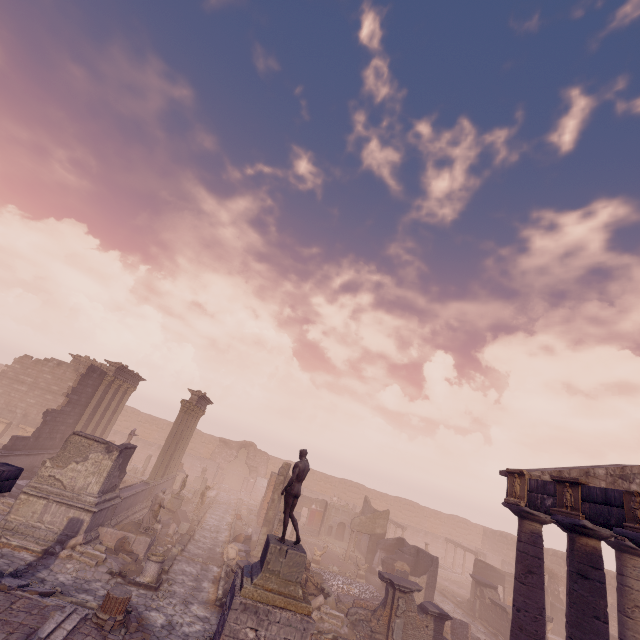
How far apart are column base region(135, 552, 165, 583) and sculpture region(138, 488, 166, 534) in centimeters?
217cm

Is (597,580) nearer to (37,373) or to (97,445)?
(97,445)

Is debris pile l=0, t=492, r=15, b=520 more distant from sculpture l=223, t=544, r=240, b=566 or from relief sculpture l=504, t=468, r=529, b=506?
relief sculpture l=504, t=468, r=529, b=506

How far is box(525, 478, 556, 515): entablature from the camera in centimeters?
1102cm

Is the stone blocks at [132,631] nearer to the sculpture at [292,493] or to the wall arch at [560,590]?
the sculpture at [292,493]

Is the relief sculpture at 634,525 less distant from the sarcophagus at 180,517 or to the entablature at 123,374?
the sarcophagus at 180,517

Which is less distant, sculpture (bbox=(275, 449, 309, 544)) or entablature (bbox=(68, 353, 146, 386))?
sculpture (bbox=(275, 449, 309, 544))

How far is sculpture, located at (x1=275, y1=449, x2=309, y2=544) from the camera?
10.3 meters
